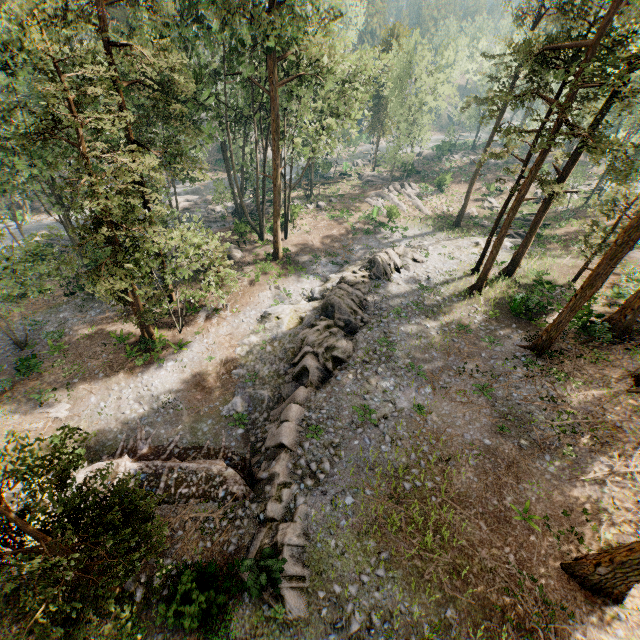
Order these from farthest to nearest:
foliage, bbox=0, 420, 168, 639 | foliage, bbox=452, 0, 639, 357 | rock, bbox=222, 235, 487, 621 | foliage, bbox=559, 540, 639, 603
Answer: → foliage, bbox=452, 0, 639, 357 < rock, bbox=222, 235, 487, 621 < foliage, bbox=559, 540, 639, 603 < foliage, bbox=0, 420, 168, 639

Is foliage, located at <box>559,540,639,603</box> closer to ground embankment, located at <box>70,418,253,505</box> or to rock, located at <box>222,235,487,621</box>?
ground embankment, located at <box>70,418,253,505</box>

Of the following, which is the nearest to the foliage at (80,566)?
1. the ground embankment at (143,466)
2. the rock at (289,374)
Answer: the ground embankment at (143,466)

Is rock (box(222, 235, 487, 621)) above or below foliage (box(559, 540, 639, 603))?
below

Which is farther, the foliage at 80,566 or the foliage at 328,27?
the foliage at 328,27

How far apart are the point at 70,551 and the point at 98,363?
16.6m

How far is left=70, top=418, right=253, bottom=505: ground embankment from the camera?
15.40m
